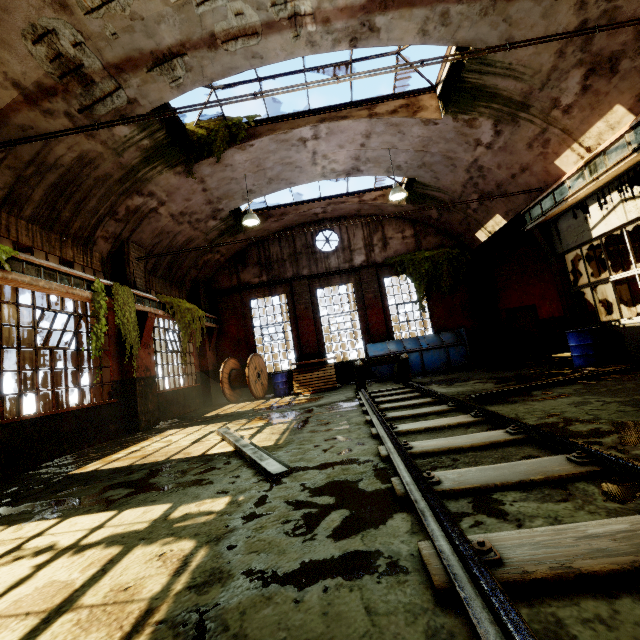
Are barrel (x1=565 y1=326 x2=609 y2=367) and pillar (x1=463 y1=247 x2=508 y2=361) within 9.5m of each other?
yes

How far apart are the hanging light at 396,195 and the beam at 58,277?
8.4 meters

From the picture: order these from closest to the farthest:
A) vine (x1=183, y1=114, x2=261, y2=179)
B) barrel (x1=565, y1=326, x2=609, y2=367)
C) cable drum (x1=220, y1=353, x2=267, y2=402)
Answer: barrel (x1=565, y1=326, x2=609, y2=367) < vine (x1=183, y1=114, x2=261, y2=179) < cable drum (x1=220, y1=353, x2=267, y2=402)

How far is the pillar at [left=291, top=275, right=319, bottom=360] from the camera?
14.40m

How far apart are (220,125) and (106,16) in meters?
3.8 m

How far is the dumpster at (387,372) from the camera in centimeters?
1239cm

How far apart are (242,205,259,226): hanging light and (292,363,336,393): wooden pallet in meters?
5.7

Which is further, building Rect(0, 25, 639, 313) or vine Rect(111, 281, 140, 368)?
vine Rect(111, 281, 140, 368)
